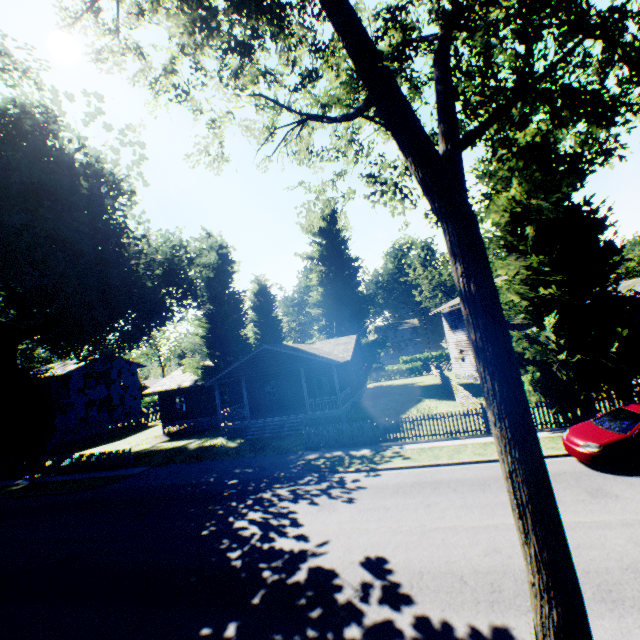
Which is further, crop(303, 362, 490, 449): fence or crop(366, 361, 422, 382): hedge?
crop(366, 361, 422, 382): hedge

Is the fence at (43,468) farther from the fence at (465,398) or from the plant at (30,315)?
the fence at (465,398)

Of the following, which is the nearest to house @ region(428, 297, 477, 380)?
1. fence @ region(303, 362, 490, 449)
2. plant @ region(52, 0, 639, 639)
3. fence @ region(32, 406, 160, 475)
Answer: plant @ region(52, 0, 639, 639)

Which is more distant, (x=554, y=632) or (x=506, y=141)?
(x=506, y=141)

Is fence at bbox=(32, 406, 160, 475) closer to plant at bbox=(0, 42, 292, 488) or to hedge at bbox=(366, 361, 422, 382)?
plant at bbox=(0, 42, 292, 488)

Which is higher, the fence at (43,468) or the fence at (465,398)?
the fence at (465,398)

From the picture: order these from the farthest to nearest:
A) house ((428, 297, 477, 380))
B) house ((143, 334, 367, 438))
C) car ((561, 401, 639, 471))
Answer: house ((428, 297, 477, 380)), house ((143, 334, 367, 438)), car ((561, 401, 639, 471))
